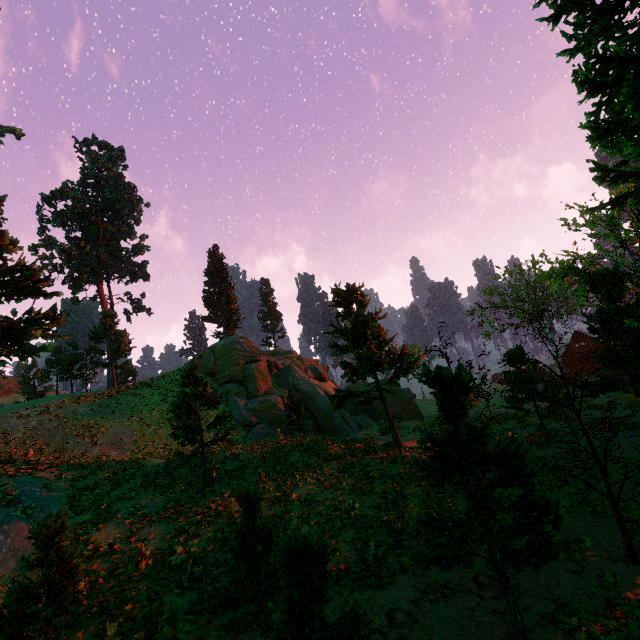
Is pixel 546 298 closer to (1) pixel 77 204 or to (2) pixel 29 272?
(2) pixel 29 272

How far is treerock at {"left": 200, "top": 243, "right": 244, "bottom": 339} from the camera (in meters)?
41.84

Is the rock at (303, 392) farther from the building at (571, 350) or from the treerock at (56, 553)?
the building at (571, 350)

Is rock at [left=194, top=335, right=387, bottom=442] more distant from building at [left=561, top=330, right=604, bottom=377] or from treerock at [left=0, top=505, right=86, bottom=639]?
building at [left=561, top=330, right=604, bottom=377]

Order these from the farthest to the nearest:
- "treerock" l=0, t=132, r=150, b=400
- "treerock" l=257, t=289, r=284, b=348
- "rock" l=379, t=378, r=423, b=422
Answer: "treerock" l=257, t=289, r=284, b=348
"rock" l=379, t=378, r=423, b=422
"treerock" l=0, t=132, r=150, b=400

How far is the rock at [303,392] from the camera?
28.1 meters
